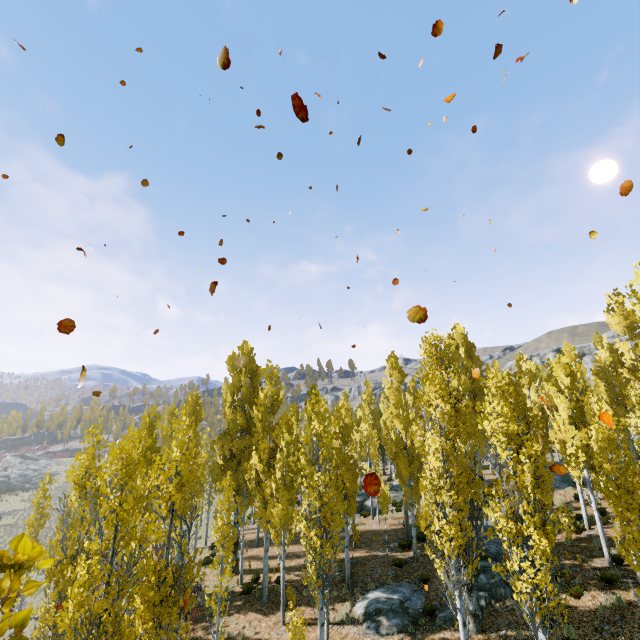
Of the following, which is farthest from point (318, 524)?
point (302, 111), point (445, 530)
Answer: point (302, 111)

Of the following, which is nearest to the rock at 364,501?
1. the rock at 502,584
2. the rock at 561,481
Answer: the rock at 502,584

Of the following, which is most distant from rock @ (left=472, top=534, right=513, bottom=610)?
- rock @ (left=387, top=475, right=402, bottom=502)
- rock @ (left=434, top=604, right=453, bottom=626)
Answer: rock @ (left=387, top=475, right=402, bottom=502)

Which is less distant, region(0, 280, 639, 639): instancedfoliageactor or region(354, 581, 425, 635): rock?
region(0, 280, 639, 639): instancedfoliageactor

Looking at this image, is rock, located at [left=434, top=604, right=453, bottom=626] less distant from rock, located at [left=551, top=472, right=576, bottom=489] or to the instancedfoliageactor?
the instancedfoliageactor

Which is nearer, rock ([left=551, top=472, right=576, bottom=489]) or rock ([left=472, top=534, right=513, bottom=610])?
rock ([left=472, top=534, right=513, bottom=610])

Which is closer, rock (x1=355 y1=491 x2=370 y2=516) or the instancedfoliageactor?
the instancedfoliageactor

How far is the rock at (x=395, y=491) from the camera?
30.03m
